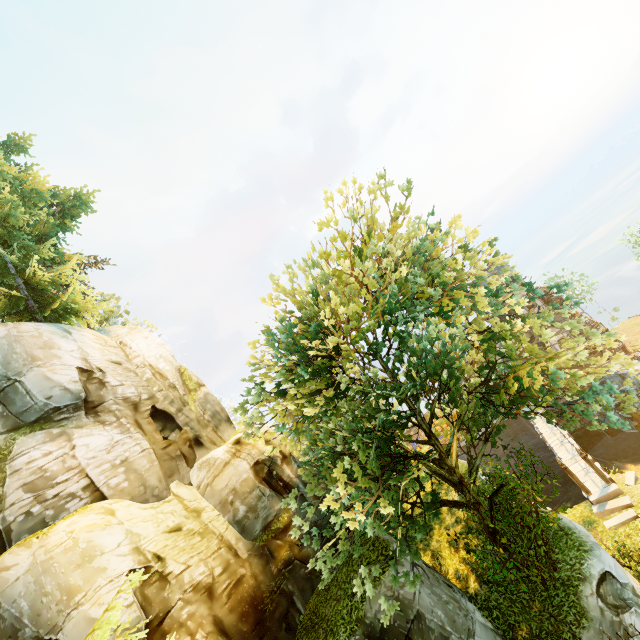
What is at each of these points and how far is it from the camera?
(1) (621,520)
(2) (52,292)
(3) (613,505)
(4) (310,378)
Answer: (1) stone, 17.86m
(2) tree, 19.81m
(3) stone, 18.75m
(4) tree, 12.88m

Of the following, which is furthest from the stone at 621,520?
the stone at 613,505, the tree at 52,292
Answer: the tree at 52,292

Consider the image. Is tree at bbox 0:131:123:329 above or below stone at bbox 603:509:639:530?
above

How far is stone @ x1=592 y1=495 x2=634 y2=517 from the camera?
18.3m

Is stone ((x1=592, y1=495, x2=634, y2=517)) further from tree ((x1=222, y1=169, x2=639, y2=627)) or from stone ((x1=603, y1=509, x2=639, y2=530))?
tree ((x1=222, y1=169, x2=639, y2=627))

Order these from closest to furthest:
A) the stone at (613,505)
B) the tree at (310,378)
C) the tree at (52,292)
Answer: the tree at (310,378) < the tree at (52,292) < the stone at (613,505)

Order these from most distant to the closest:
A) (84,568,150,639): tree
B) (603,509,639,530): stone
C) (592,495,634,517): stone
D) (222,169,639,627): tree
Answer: (592,495,634,517): stone < (603,509,639,530): stone < (222,169,639,627): tree < (84,568,150,639): tree
